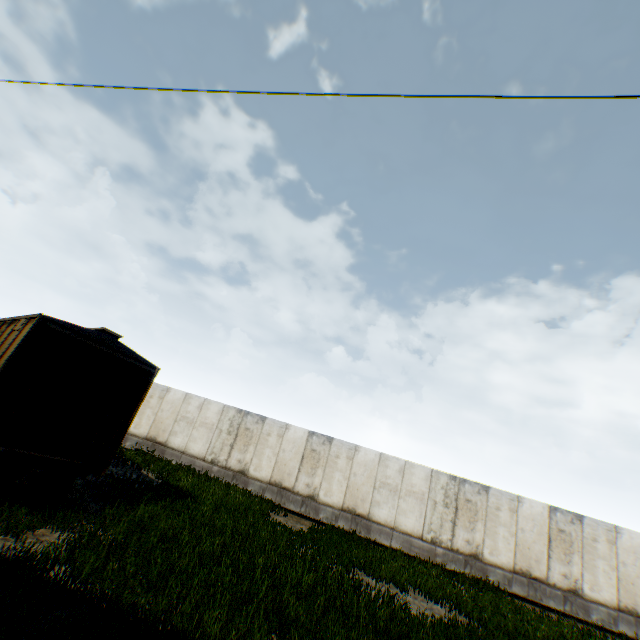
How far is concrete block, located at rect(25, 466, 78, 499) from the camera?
8.48m

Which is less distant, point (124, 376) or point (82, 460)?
point (82, 460)

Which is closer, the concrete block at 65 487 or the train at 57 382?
the train at 57 382

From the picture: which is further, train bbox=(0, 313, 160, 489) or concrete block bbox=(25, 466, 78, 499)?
concrete block bbox=(25, 466, 78, 499)

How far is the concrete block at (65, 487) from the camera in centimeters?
848cm

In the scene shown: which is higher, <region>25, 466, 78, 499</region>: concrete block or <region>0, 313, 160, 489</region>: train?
<region>0, 313, 160, 489</region>: train
